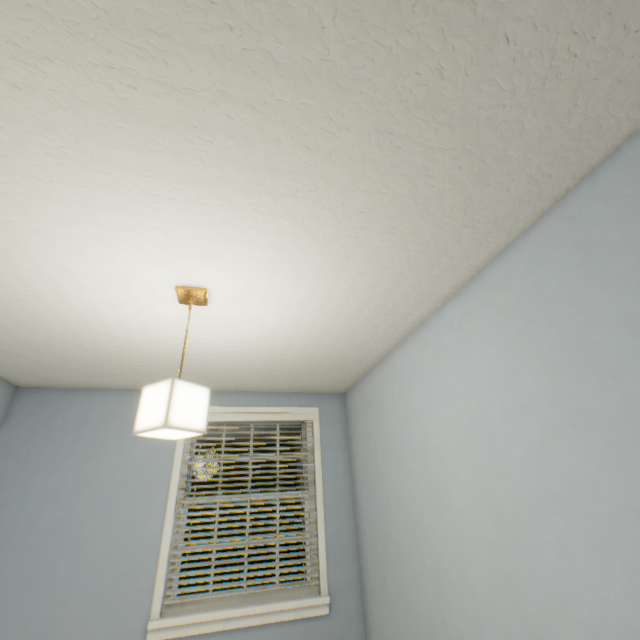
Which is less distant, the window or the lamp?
the lamp

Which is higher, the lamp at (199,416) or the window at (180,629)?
the lamp at (199,416)

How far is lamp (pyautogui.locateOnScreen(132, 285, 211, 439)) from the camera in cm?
125

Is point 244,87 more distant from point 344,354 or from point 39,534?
point 39,534

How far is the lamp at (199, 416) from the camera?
1.3 meters

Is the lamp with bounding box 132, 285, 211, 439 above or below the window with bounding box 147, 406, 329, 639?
above
